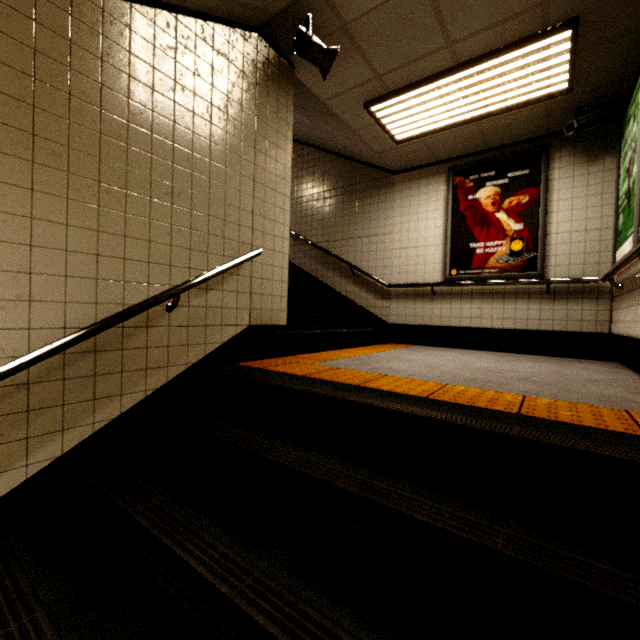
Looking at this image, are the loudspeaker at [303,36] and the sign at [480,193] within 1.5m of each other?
no

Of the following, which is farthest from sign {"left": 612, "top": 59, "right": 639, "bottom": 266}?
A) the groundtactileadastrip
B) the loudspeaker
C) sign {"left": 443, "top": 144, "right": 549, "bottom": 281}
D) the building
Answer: the loudspeaker

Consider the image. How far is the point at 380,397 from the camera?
1.8m

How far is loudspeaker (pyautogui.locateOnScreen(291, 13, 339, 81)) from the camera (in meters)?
2.71

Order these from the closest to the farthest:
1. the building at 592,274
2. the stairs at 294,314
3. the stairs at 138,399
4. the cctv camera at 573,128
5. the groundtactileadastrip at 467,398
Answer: the stairs at 138,399, the groundtactileadastrip at 467,398, the building at 592,274, the cctv camera at 573,128, the stairs at 294,314

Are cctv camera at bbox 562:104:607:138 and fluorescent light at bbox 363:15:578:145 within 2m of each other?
yes

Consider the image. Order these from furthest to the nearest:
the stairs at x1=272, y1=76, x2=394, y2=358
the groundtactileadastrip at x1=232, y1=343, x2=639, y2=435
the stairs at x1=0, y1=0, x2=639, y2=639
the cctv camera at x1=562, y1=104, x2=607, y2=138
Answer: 1. the stairs at x1=272, y1=76, x2=394, y2=358
2. the cctv camera at x1=562, y1=104, x2=607, y2=138
3. the groundtactileadastrip at x1=232, y1=343, x2=639, y2=435
4. the stairs at x1=0, y1=0, x2=639, y2=639

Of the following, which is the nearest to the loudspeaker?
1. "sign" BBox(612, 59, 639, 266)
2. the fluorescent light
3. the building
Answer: the building
